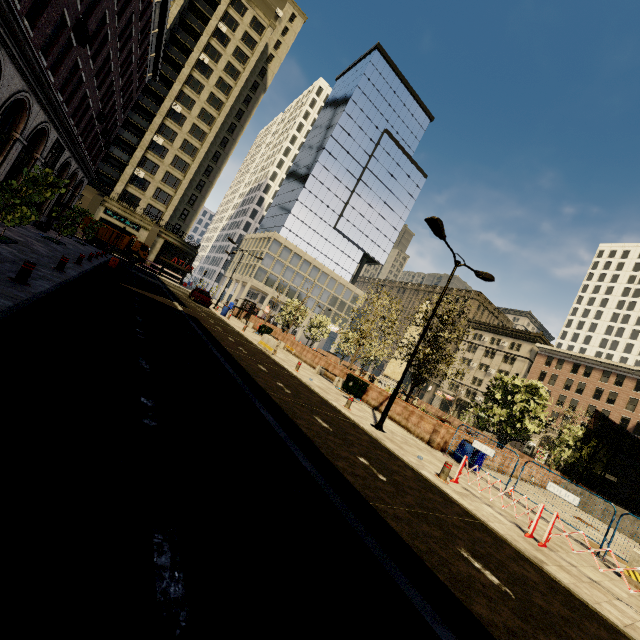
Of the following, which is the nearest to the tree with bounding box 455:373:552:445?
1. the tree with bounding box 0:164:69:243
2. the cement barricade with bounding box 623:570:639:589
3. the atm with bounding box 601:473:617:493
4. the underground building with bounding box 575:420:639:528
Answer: the underground building with bounding box 575:420:639:528

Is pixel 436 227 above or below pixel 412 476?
above

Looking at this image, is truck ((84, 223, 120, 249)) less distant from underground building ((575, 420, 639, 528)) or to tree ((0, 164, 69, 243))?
tree ((0, 164, 69, 243))

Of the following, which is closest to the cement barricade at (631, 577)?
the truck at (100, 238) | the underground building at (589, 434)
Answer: the underground building at (589, 434)

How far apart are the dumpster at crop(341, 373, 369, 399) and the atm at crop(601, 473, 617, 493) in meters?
30.2 m

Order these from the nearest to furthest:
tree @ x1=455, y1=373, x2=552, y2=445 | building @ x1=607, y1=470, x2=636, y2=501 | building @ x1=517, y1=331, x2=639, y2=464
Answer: tree @ x1=455, y1=373, x2=552, y2=445 < building @ x1=607, y1=470, x2=636, y2=501 < building @ x1=517, y1=331, x2=639, y2=464

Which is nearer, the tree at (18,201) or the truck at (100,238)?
the tree at (18,201)

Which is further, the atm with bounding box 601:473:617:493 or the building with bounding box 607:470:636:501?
the building with bounding box 607:470:636:501
